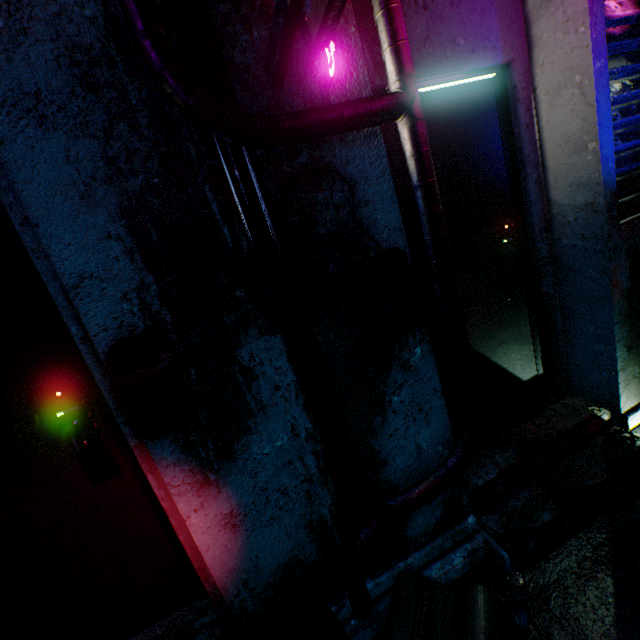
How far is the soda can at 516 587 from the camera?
1.4 meters

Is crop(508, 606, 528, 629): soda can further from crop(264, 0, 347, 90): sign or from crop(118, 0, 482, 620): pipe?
crop(264, 0, 347, 90): sign

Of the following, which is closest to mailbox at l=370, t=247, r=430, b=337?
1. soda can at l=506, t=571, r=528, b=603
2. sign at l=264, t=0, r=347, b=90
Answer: sign at l=264, t=0, r=347, b=90

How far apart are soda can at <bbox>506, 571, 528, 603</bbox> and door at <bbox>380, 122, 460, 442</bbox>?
0.66m

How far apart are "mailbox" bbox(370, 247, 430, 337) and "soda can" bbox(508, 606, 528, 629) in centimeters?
121cm

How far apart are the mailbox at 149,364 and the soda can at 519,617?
1.57m

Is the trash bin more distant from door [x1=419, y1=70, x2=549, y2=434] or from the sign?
the sign

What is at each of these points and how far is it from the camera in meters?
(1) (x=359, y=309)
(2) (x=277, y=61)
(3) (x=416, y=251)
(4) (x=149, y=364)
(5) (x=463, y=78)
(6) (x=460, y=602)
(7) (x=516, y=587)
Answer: (1) gas mask, 1.2 m
(2) sign, 1.0 m
(3) door, 1.8 m
(4) mailbox, 1.0 m
(5) fluorescent light, 1.6 m
(6) trash bin, 1.2 m
(7) soda can, 1.4 m
